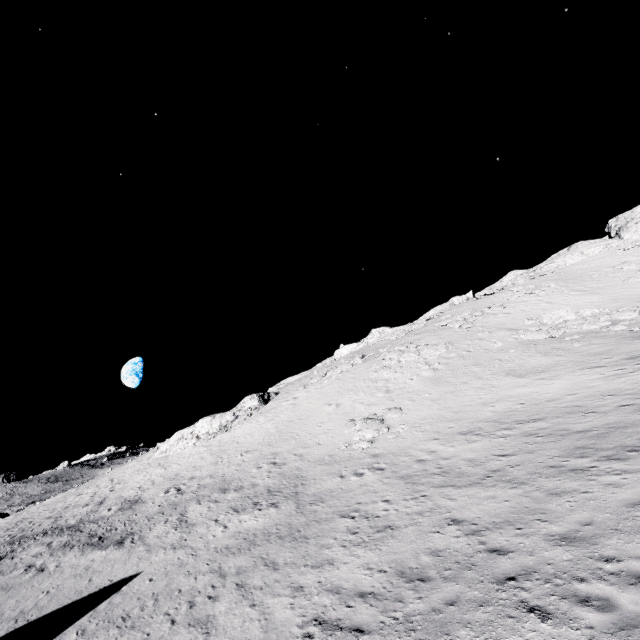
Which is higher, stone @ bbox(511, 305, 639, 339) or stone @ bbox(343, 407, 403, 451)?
stone @ bbox(511, 305, 639, 339)

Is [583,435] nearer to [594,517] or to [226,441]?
[594,517]

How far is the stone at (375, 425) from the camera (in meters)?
20.11

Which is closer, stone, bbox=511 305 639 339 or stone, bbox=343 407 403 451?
stone, bbox=343 407 403 451

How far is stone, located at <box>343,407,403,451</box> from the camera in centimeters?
2011cm

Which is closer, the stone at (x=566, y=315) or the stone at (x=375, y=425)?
the stone at (x=375, y=425)
